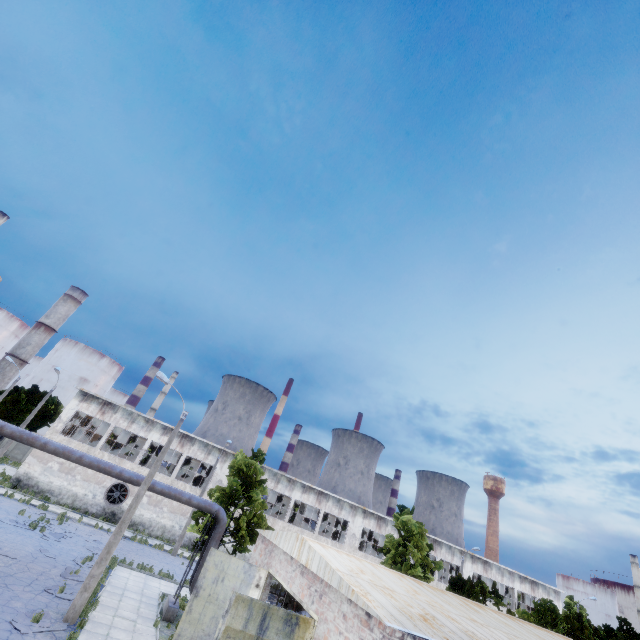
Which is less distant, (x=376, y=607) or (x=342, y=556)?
(x=376, y=607)

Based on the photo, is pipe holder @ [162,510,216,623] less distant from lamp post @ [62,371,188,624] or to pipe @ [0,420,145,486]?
pipe @ [0,420,145,486]

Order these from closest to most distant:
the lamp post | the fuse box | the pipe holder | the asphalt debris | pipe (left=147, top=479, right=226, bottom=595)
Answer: the asphalt debris < the lamp post < the pipe holder < pipe (left=147, top=479, right=226, bottom=595) < the fuse box

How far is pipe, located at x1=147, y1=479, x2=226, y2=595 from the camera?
18.0 meters

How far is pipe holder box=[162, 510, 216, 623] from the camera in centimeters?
1627cm

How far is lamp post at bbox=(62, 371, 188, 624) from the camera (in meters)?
13.08

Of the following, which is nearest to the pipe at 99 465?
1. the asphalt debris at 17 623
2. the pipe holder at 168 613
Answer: the pipe holder at 168 613

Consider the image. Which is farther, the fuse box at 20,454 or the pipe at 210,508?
the fuse box at 20,454
